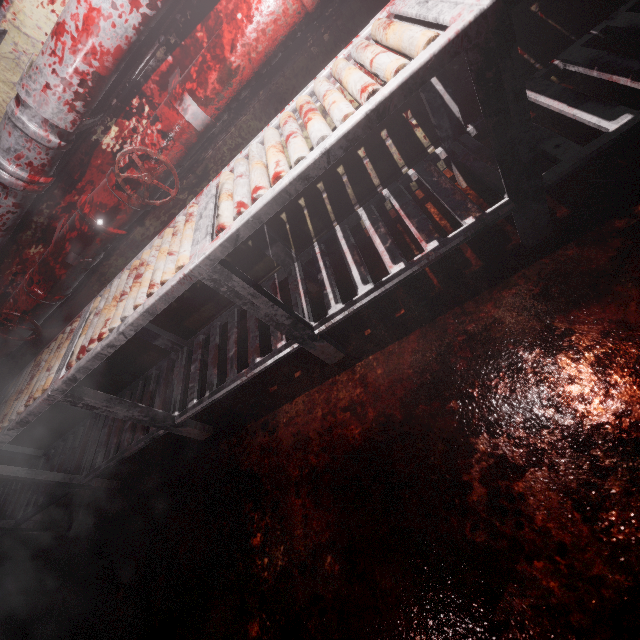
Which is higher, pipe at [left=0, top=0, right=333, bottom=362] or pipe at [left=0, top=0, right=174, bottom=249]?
pipe at [left=0, top=0, right=174, bottom=249]

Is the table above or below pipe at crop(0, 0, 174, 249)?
below

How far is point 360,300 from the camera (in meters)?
1.35

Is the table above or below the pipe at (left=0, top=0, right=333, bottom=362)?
below

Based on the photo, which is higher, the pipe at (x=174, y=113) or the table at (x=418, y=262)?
the pipe at (x=174, y=113)

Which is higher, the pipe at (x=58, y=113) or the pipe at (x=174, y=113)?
the pipe at (x=58, y=113)
